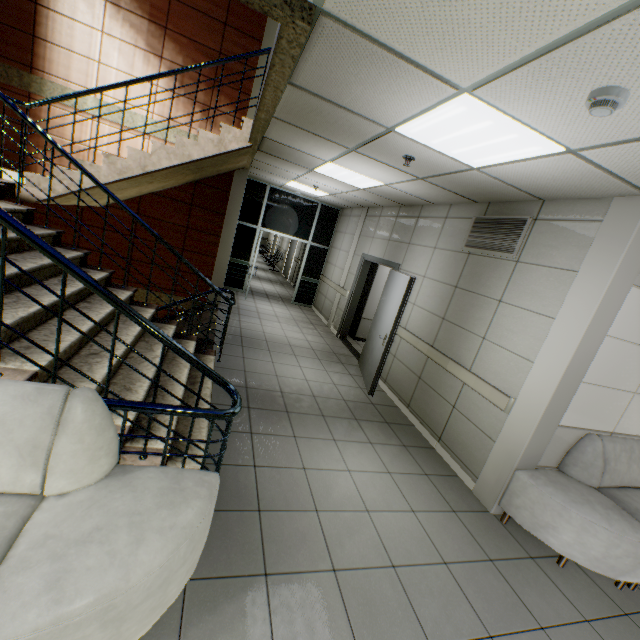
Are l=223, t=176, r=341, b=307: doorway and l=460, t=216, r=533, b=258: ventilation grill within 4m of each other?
no

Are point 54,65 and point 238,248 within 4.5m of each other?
no

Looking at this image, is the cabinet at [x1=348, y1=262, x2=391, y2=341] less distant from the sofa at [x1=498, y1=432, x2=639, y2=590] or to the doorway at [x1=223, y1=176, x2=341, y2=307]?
the doorway at [x1=223, y1=176, x2=341, y2=307]

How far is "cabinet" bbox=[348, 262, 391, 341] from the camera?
7.99m

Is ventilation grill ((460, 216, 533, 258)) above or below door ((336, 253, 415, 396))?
above

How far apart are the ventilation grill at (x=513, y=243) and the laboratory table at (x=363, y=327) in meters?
3.9

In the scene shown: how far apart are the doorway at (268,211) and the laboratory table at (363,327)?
2.7m

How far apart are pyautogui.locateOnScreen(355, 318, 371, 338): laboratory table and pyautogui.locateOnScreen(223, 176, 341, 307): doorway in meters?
2.7
